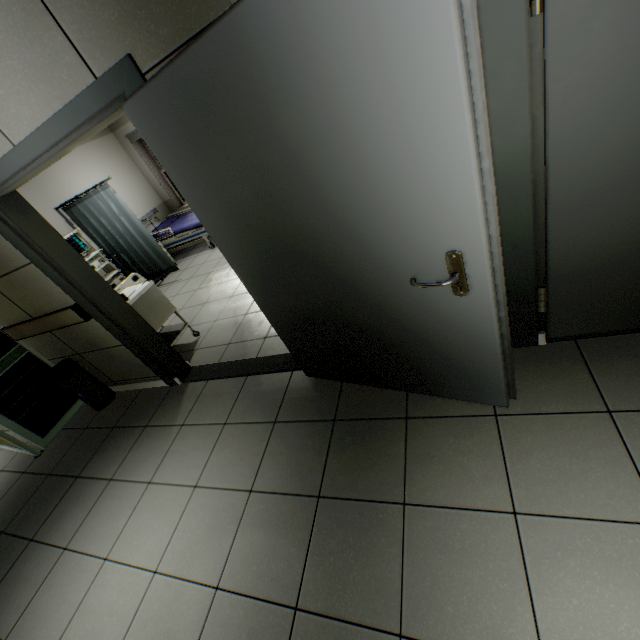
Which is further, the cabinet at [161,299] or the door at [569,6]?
the cabinet at [161,299]

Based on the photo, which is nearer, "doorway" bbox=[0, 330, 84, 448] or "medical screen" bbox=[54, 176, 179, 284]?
"doorway" bbox=[0, 330, 84, 448]

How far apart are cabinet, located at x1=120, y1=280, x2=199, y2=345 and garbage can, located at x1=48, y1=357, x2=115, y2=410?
0.9m

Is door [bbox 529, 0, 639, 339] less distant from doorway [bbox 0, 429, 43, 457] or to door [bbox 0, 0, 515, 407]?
door [bbox 0, 0, 515, 407]

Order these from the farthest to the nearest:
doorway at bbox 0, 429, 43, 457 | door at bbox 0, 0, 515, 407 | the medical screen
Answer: the medical screen
doorway at bbox 0, 429, 43, 457
door at bbox 0, 0, 515, 407

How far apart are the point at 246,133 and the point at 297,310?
1.01m

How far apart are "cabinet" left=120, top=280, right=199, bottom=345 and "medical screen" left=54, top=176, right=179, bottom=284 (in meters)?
2.43

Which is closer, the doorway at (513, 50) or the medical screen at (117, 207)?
the doorway at (513, 50)
